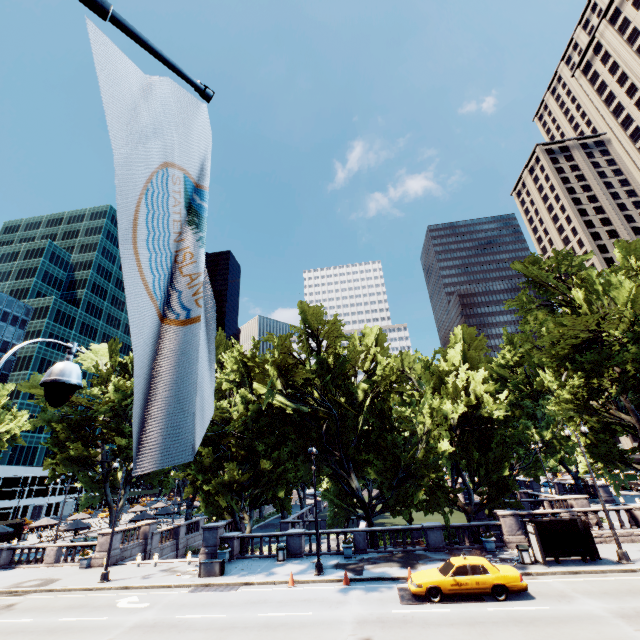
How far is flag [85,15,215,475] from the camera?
1.36m

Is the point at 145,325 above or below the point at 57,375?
below

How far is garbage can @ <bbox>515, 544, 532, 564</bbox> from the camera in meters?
18.8

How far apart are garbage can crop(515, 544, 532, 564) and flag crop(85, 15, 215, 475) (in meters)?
25.05

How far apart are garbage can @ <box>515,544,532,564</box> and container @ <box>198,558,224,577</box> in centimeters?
1849cm

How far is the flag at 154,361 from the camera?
1.4m

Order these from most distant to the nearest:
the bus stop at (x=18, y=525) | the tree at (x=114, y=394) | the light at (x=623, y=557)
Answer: the bus stop at (x=18, y=525) < the tree at (x=114, y=394) < the light at (x=623, y=557)

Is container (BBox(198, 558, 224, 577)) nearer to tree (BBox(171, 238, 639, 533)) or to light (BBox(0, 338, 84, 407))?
tree (BBox(171, 238, 639, 533))
